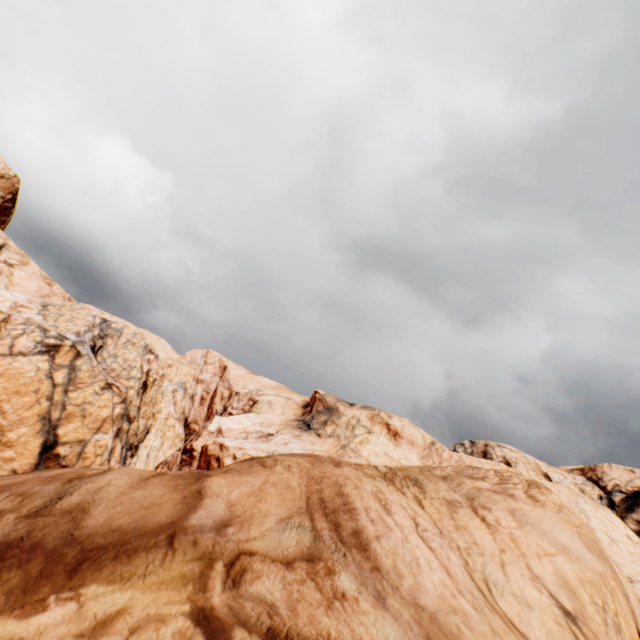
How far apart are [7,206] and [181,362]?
35.94m
